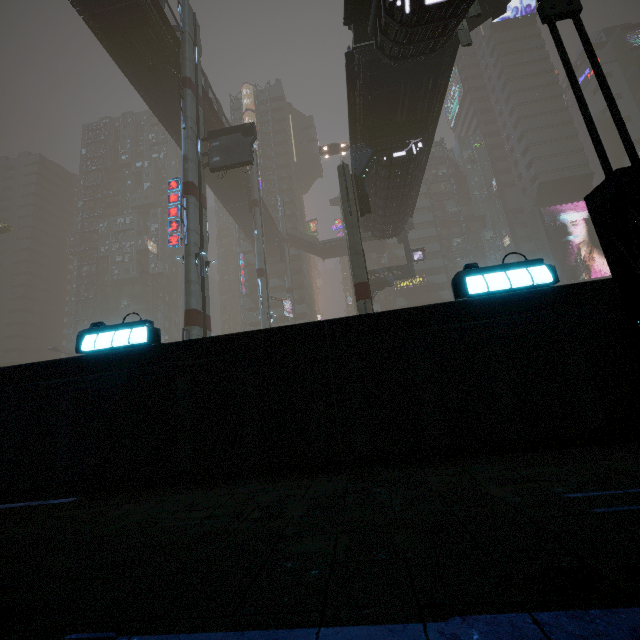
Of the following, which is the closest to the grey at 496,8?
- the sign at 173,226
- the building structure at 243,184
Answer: the building structure at 243,184

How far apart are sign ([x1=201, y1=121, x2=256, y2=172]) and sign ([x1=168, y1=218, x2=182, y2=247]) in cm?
445

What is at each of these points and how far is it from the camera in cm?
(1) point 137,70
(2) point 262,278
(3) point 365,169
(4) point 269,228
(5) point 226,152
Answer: (1) bridge, 2669
(2) sm, 3631
(3) building structure, 2086
(4) bridge, 5322
(5) sign, 2342

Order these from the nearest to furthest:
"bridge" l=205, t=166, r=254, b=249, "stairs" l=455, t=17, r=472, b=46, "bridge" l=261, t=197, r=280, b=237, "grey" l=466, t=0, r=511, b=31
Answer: "stairs" l=455, t=17, r=472, b=46, "grey" l=466, t=0, r=511, b=31, "bridge" l=205, t=166, r=254, b=249, "bridge" l=261, t=197, r=280, b=237

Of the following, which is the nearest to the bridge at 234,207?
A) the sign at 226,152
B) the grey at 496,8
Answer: the grey at 496,8

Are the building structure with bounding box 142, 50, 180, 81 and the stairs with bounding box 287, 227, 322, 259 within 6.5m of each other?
no

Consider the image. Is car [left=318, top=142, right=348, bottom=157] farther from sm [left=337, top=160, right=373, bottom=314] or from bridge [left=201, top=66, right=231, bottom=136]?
sm [left=337, top=160, right=373, bottom=314]

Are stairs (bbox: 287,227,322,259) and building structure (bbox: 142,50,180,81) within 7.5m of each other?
no
